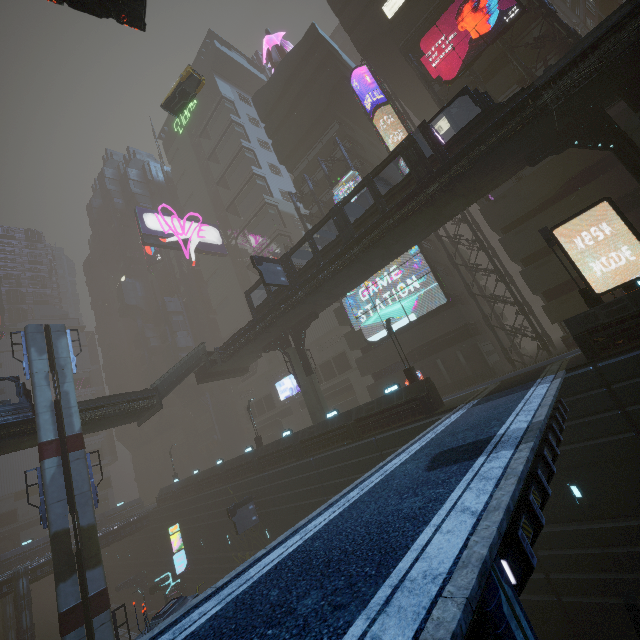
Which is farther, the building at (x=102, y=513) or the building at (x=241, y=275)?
the building at (x=102, y=513)

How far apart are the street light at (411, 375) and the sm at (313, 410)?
A: 9.4 meters

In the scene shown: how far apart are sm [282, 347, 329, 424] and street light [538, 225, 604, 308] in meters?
19.8 m

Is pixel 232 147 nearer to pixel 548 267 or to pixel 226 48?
pixel 226 48

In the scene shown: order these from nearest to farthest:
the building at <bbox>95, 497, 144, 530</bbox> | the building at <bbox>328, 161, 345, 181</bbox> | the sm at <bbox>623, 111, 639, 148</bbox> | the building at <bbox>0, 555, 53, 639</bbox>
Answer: the sm at <bbox>623, 111, 639, 148</bbox> < the building at <bbox>0, 555, 53, 639</bbox> < the building at <bbox>328, 161, 345, 181</bbox> < the building at <bbox>95, 497, 144, 530</bbox>

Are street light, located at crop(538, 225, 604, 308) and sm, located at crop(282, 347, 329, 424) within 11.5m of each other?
no

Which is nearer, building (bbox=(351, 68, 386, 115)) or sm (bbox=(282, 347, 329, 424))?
sm (bbox=(282, 347, 329, 424))

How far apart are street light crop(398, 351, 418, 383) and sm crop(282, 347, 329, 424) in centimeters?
938cm
